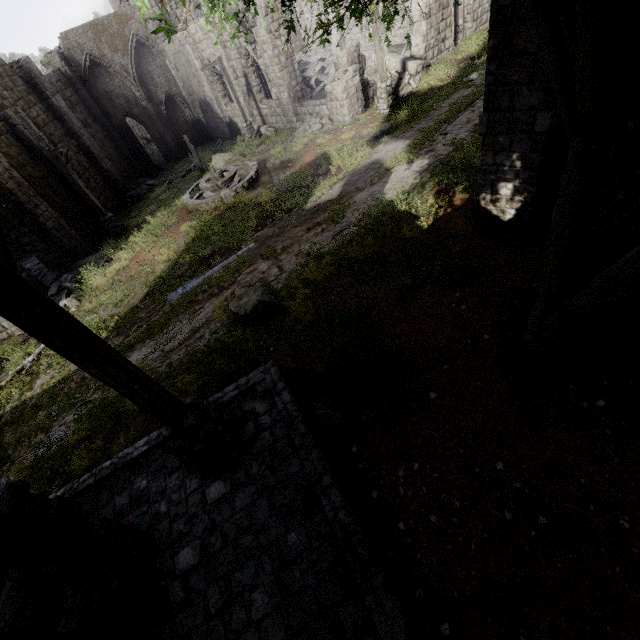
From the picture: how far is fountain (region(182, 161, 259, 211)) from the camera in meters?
15.1

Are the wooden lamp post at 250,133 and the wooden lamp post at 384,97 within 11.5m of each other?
yes

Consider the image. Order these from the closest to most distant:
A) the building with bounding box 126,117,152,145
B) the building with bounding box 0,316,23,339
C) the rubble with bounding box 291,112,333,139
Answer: the building with bounding box 0,316,23,339 → the rubble with bounding box 291,112,333,139 → the building with bounding box 126,117,152,145

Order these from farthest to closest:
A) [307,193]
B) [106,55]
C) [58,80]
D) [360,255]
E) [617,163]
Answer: [106,55] → [58,80] → [307,193] → [360,255] → [617,163]

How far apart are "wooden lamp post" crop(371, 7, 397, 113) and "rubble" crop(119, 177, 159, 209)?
17.4 meters

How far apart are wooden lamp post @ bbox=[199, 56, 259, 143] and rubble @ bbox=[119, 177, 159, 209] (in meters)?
8.05

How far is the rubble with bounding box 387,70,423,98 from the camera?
17.0 meters

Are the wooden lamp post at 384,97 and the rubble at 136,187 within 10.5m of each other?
no
